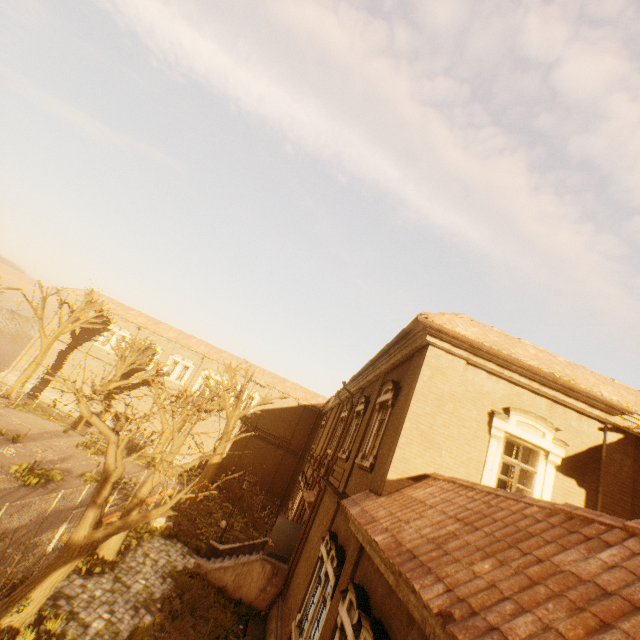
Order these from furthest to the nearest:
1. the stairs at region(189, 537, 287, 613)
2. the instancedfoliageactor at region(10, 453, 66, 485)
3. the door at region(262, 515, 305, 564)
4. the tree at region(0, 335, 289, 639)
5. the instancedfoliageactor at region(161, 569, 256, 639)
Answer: the instancedfoliageactor at region(10, 453, 66, 485) < the door at region(262, 515, 305, 564) < the stairs at region(189, 537, 287, 613) < the instancedfoliageactor at region(161, 569, 256, 639) < the tree at region(0, 335, 289, 639)

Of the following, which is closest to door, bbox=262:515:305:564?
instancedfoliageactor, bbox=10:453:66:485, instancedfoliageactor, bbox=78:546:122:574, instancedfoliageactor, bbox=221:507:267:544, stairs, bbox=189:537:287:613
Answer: stairs, bbox=189:537:287:613

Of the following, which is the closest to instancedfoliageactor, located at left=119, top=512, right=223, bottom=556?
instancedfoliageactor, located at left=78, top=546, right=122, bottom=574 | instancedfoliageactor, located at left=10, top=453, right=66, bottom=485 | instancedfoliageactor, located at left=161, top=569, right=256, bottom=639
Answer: instancedfoliageactor, located at left=78, top=546, right=122, bottom=574

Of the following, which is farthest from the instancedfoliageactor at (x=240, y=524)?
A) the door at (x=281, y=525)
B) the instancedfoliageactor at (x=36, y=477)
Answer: the instancedfoliageactor at (x=36, y=477)

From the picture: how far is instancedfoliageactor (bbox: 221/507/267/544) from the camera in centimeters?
2027cm

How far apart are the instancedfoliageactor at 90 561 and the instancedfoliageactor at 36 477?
4.4m

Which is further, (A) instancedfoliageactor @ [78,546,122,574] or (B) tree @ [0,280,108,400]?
(B) tree @ [0,280,108,400]

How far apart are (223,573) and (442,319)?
14.44m
